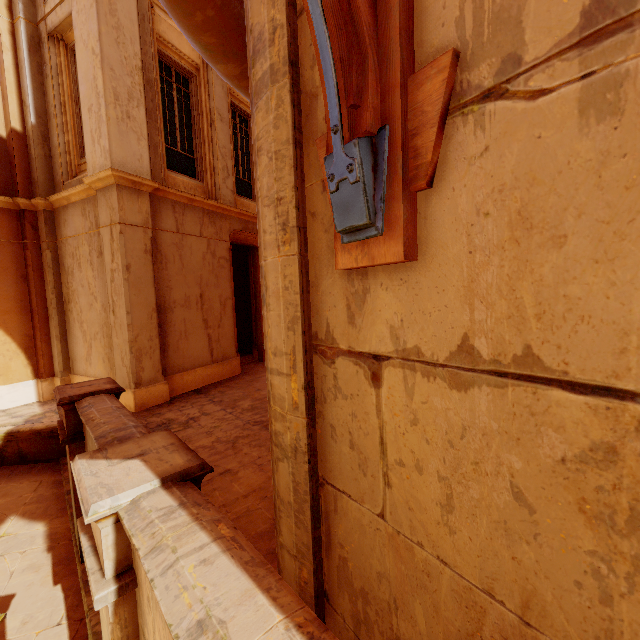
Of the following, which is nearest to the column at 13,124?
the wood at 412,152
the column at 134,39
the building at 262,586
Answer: the column at 134,39

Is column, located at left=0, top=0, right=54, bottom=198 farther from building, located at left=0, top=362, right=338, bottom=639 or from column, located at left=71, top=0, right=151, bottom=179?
building, located at left=0, top=362, right=338, bottom=639

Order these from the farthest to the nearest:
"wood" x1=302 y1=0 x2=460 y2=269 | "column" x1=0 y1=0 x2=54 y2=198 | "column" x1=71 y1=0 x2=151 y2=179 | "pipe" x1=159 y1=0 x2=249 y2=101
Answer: "column" x1=0 y1=0 x2=54 y2=198
"column" x1=71 y1=0 x2=151 y2=179
"pipe" x1=159 y1=0 x2=249 y2=101
"wood" x1=302 y1=0 x2=460 y2=269

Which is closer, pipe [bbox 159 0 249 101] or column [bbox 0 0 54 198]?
pipe [bbox 159 0 249 101]

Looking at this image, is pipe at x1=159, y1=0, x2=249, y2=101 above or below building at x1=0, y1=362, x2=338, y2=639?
above

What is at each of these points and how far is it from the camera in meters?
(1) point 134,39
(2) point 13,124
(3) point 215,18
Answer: (1) column, 6.3
(2) column, 7.1
(3) pipe, 1.9

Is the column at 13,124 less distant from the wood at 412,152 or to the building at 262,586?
the building at 262,586

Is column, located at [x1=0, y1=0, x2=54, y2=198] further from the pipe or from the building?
the pipe
